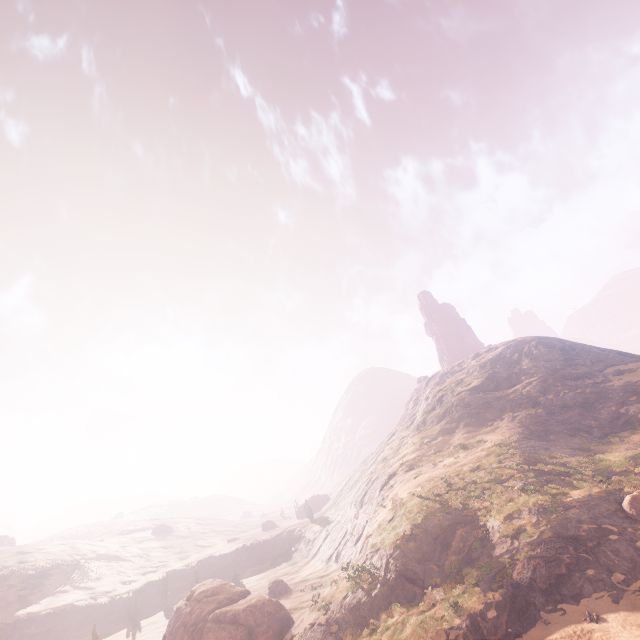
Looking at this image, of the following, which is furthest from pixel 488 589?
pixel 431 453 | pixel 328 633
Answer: pixel 431 453

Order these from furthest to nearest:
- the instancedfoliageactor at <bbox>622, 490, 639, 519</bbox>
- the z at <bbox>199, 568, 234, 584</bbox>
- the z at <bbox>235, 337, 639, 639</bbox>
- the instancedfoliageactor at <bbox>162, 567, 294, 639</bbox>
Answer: the z at <bbox>199, 568, 234, 584</bbox> < the instancedfoliageactor at <bbox>162, 567, 294, 639</bbox> < the instancedfoliageactor at <bbox>622, 490, 639, 519</bbox> < the z at <bbox>235, 337, 639, 639</bbox>

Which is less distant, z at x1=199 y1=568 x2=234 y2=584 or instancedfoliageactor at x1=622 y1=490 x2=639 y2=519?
instancedfoliageactor at x1=622 y1=490 x2=639 y2=519

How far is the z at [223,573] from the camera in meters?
57.9

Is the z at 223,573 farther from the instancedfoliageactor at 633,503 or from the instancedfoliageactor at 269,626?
the instancedfoliageactor at 633,503

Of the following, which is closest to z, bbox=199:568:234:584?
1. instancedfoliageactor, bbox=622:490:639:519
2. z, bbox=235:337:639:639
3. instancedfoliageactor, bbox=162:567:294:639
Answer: z, bbox=235:337:639:639

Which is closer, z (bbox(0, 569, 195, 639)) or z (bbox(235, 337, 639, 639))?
z (bbox(235, 337, 639, 639))

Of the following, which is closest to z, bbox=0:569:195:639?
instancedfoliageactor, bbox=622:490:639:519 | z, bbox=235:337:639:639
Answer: z, bbox=235:337:639:639
